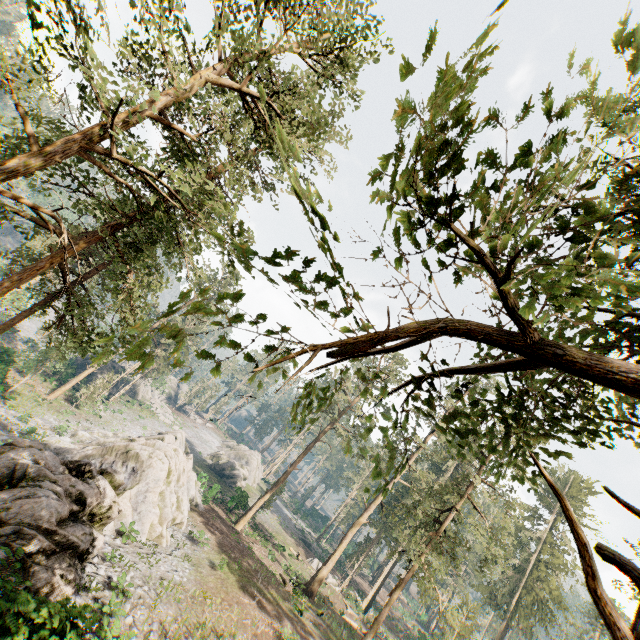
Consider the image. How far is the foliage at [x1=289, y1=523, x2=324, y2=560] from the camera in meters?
51.3

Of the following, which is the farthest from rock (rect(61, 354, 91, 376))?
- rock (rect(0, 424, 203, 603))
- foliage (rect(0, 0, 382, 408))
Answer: rock (rect(0, 424, 203, 603))

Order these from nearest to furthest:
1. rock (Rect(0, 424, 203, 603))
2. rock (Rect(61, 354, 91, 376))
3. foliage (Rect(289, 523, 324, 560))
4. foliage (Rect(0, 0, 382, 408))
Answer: foliage (Rect(0, 0, 382, 408))
rock (Rect(0, 424, 203, 603))
rock (Rect(61, 354, 91, 376))
foliage (Rect(289, 523, 324, 560))

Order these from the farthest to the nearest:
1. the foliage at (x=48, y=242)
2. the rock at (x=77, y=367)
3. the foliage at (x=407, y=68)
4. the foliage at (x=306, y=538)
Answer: the foliage at (x=306, y=538) → the rock at (x=77, y=367) → the foliage at (x=48, y=242) → the foliage at (x=407, y=68)

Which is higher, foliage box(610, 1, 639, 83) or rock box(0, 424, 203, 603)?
foliage box(610, 1, 639, 83)

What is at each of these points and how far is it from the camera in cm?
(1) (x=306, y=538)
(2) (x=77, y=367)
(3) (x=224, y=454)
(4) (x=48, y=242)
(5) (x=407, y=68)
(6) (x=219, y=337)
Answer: (1) foliage, 5744
(2) rock, 5434
(3) rock, 5912
(4) foliage, 3600
(5) foliage, 191
(6) foliage, 231

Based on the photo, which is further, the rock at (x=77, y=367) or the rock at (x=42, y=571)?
the rock at (x=77, y=367)
